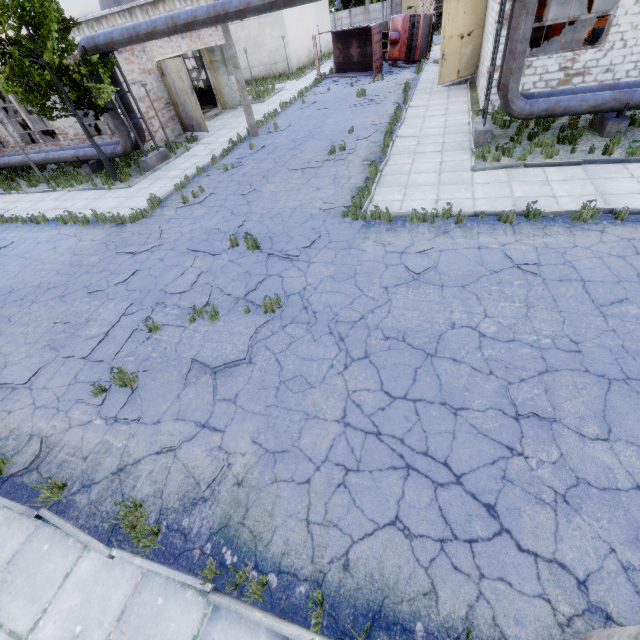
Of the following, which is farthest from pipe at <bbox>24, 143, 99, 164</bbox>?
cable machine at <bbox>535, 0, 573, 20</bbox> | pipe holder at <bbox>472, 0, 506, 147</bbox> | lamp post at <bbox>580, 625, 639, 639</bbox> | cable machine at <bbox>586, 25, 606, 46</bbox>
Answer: cable machine at <bbox>535, 0, 573, 20</bbox>

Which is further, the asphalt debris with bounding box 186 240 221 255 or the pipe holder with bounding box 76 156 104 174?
the pipe holder with bounding box 76 156 104 174

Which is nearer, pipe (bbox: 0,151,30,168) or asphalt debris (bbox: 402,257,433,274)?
asphalt debris (bbox: 402,257,433,274)

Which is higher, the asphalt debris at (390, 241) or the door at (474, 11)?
the door at (474, 11)

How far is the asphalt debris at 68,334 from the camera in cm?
759

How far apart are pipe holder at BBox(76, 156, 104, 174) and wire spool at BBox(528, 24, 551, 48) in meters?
27.7

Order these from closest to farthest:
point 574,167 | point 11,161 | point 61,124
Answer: point 574,167, point 11,161, point 61,124

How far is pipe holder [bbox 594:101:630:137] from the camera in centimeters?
1027cm
